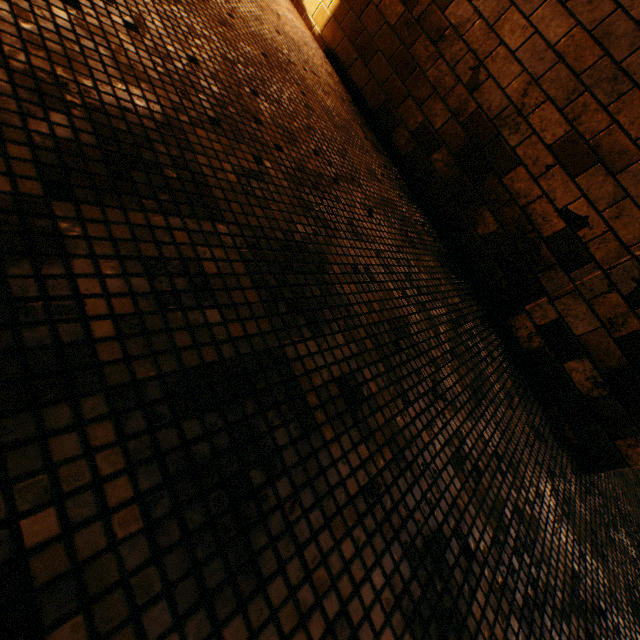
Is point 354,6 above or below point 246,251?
above
